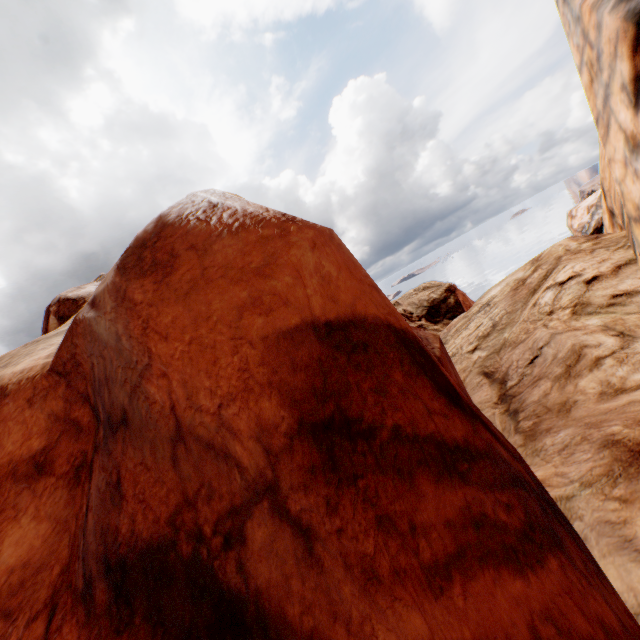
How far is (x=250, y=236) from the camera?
2.1m
